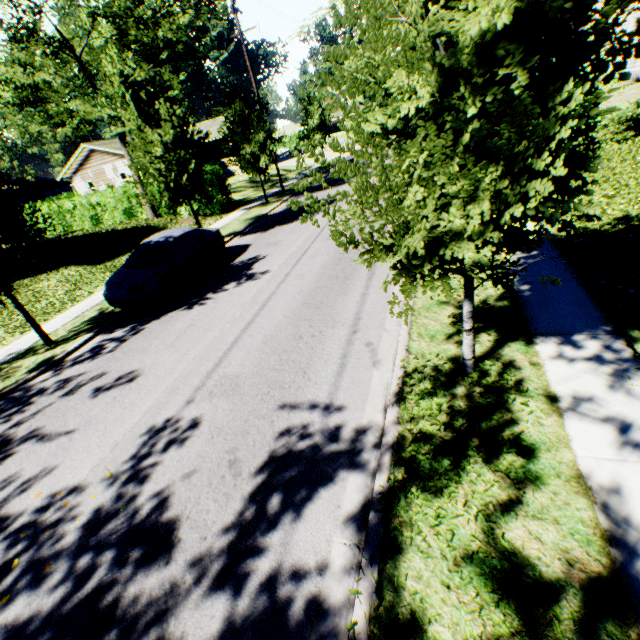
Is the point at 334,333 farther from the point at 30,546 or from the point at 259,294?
the point at 30,546

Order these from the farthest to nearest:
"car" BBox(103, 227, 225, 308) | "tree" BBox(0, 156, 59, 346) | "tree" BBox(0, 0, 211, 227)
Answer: "tree" BBox(0, 0, 211, 227), "car" BBox(103, 227, 225, 308), "tree" BBox(0, 156, 59, 346)

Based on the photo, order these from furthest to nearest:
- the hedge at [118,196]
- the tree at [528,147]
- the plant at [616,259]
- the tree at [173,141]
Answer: the hedge at [118,196]
the tree at [173,141]
the plant at [616,259]
the tree at [528,147]

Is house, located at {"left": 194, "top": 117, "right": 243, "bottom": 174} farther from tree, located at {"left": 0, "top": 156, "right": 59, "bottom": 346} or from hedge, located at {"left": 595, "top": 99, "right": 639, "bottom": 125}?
hedge, located at {"left": 595, "top": 99, "right": 639, "bottom": 125}

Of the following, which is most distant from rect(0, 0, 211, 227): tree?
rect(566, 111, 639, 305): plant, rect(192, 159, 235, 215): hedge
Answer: rect(566, 111, 639, 305): plant

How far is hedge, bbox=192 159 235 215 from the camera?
20.5 meters

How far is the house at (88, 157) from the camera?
32.53m
